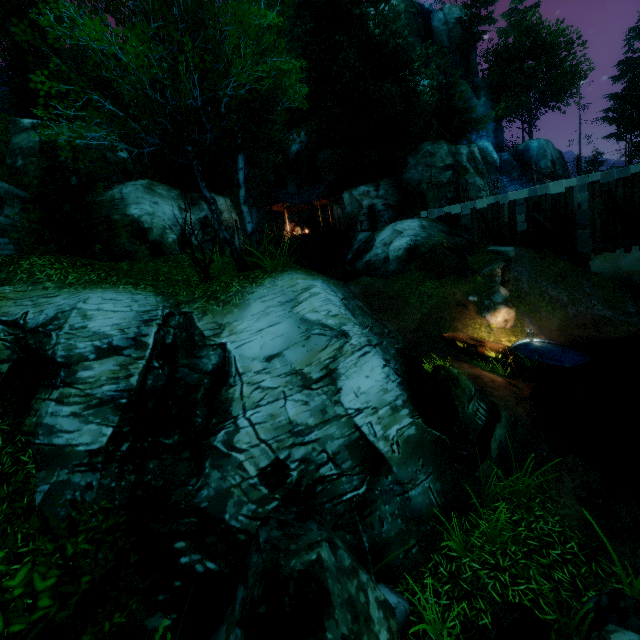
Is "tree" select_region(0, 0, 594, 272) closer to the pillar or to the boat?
the pillar

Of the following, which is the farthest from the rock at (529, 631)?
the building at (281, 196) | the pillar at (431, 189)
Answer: the building at (281, 196)

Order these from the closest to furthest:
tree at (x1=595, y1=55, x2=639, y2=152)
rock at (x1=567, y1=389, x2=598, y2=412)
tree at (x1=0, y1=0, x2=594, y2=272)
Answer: tree at (x1=0, y1=0, x2=594, y2=272), rock at (x1=567, y1=389, x2=598, y2=412), tree at (x1=595, y1=55, x2=639, y2=152)

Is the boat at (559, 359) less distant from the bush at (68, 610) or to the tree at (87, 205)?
the tree at (87, 205)

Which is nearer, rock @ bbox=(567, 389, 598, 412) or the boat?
rock @ bbox=(567, 389, 598, 412)

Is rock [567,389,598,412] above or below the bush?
below

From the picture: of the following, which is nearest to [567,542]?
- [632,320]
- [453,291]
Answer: [453,291]

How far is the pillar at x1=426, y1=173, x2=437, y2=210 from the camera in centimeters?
2462cm
